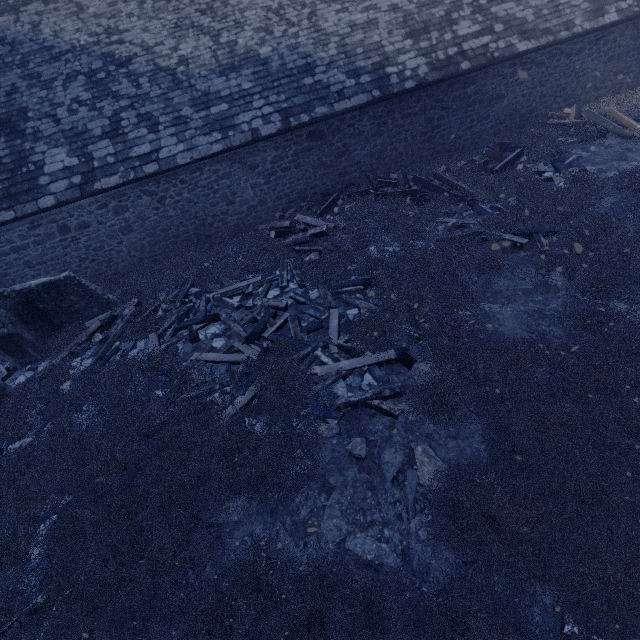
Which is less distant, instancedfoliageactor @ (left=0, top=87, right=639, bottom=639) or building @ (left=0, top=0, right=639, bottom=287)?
instancedfoliageactor @ (left=0, top=87, right=639, bottom=639)

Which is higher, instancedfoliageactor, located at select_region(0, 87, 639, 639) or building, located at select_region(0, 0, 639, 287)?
building, located at select_region(0, 0, 639, 287)

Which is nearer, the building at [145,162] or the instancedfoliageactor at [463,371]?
the instancedfoliageactor at [463,371]

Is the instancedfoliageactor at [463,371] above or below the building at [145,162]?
below

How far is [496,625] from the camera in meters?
3.1 m
